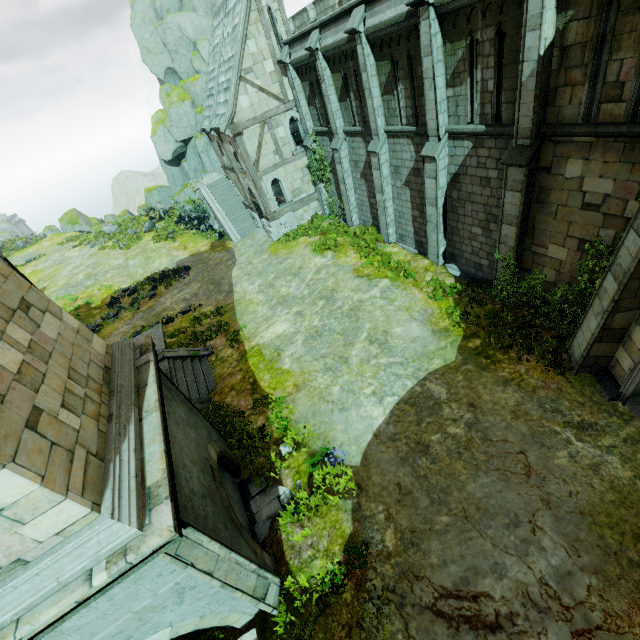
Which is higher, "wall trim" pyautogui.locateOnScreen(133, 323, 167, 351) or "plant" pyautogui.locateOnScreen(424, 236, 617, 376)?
"wall trim" pyautogui.locateOnScreen(133, 323, 167, 351)

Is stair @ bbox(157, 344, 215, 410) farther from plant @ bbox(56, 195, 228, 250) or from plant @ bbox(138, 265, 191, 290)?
plant @ bbox(56, 195, 228, 250)

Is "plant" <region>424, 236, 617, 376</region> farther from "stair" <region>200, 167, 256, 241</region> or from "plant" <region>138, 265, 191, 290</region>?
"plant" <region>138, 265, 191, 290</region>

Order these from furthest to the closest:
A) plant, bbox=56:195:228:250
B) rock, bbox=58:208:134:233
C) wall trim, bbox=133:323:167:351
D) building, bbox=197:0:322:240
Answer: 1. rock, bbox=58:208:134:233
2. plant, bbox=56:195:228:250
3. building, bbox=197:0:322:240
4. wall trim, bbox=133:323:167:351

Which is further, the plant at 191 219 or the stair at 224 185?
the plant at 191 219

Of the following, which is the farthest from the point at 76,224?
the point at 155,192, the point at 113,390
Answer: the point at 113,390

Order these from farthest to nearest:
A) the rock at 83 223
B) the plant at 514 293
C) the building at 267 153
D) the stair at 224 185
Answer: the rock at 83 223 < the stair at 224 185 < the building at 267 153 < the plant at 514 293

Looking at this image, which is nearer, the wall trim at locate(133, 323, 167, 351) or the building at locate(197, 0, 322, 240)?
the wall trim at locate(133, 323, 167, 351)
